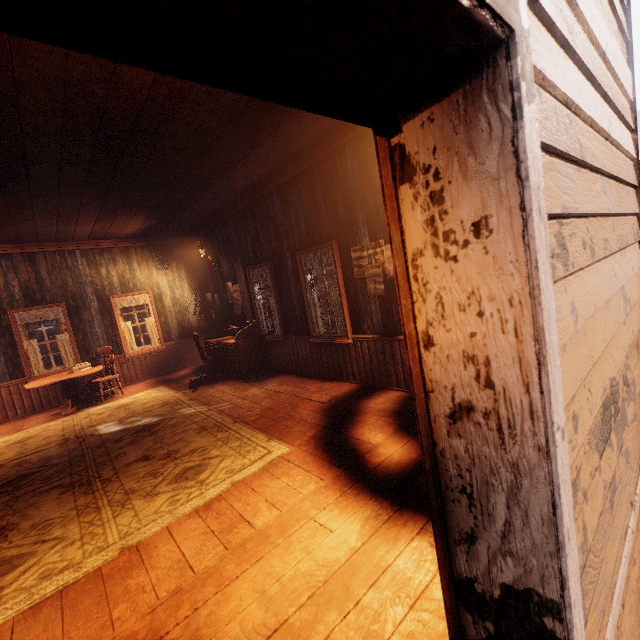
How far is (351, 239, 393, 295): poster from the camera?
4.6 meters

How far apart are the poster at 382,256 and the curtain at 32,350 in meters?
7.8 m

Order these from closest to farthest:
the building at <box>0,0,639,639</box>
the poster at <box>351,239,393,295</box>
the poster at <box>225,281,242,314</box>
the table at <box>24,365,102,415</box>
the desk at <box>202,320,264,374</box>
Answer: the building at <box>0,0,639,639</box>
the poster at <box>351,239,393,295</box>
the table at <box>24,365,102,415</box>
the desk at <box>202,320,264,374</box>
the poster at <box>225,281,242,314</box>

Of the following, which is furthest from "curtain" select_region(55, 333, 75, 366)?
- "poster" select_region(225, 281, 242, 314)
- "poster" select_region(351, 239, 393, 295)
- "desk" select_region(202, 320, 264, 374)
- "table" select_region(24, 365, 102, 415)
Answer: "poster" select_region(351, 239, 393, 295)

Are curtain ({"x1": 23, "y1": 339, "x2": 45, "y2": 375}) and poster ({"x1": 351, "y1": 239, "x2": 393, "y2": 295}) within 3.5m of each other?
no

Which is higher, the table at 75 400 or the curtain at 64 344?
the curtain at 64 344

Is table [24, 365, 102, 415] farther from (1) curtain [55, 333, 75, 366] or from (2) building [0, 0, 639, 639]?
(1) curtain [55, 333, 75, 366]

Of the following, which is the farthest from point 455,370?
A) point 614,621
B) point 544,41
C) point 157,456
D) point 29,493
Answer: point 29,493
